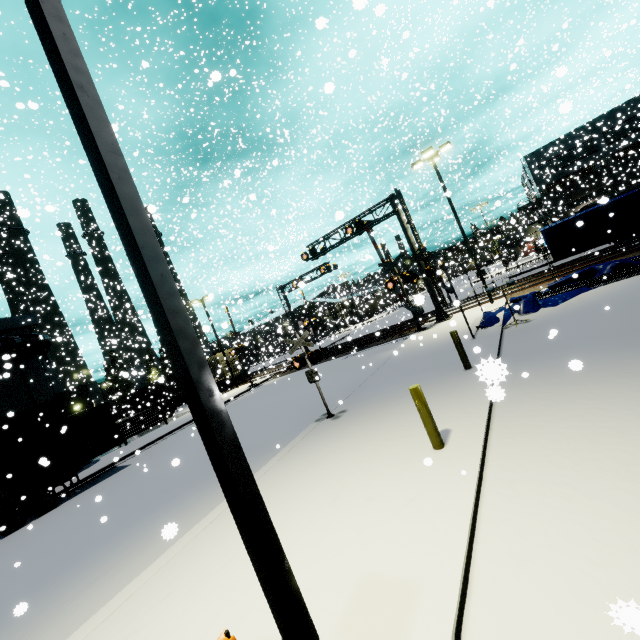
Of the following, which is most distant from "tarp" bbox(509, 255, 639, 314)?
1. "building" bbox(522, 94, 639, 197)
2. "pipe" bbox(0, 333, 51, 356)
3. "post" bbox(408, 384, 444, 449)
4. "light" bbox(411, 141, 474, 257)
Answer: "pipe" bbox(0, 333, 51, 356)

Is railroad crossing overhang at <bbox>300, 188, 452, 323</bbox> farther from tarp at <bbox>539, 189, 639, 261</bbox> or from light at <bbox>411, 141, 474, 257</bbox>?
tarp at <bbox>539, 189, 639, 261</bbox>

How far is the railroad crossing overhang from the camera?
20.3m

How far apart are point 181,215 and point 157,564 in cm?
3106

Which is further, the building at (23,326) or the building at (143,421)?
the building at (143,421)

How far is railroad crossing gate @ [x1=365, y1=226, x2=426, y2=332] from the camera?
19.88m

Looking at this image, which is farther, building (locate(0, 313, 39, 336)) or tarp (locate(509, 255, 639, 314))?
building (locate(0, 313, 39, 336))

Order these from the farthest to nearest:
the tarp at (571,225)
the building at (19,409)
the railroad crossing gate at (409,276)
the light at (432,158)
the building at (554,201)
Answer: the building at (554,201), the railroad crossing gate at (409,276), the building at (19,409), the light at (432,158), the tarp at (571,225)
